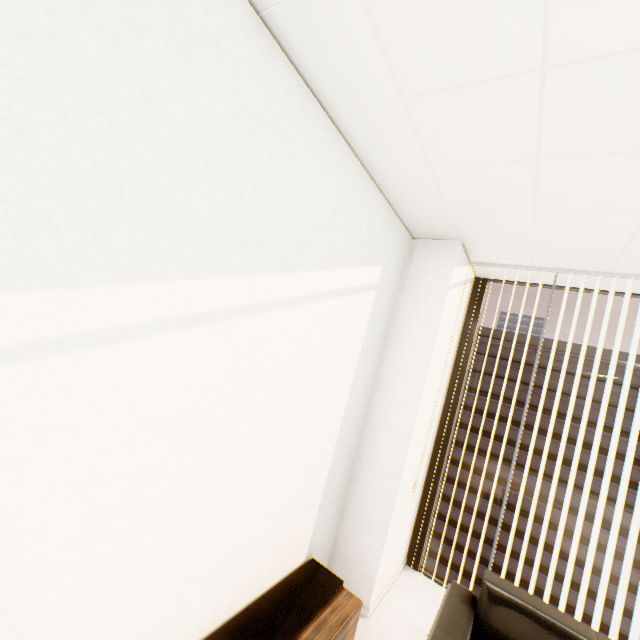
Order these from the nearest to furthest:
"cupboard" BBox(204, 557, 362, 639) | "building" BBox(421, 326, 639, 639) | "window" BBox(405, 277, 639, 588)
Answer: "cupboard" BBox(204, 557, 362, 639)
"window" BBox(405, 277, 639, 588)
"building" BBox(421, 326, 639, 639)

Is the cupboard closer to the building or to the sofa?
the sofa

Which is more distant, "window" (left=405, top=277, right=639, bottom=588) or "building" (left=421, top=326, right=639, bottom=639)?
"building" (left=421, top=326, right=639, bottom=639)

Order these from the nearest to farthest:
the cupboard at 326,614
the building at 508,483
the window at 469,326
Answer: the cupboard at 326,614 < the window at 469,326 < the building at 508,483

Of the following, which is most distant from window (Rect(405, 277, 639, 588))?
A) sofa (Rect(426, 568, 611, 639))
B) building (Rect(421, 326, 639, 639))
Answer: building (Rect(421, 326, 639, 639))

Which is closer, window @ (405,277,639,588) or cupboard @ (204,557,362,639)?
cupboard @ (204,557,362,639)

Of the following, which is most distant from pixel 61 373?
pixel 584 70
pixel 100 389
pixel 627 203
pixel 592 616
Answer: pixel 592 616

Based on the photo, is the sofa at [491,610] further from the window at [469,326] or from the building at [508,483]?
the building at [508,483]
